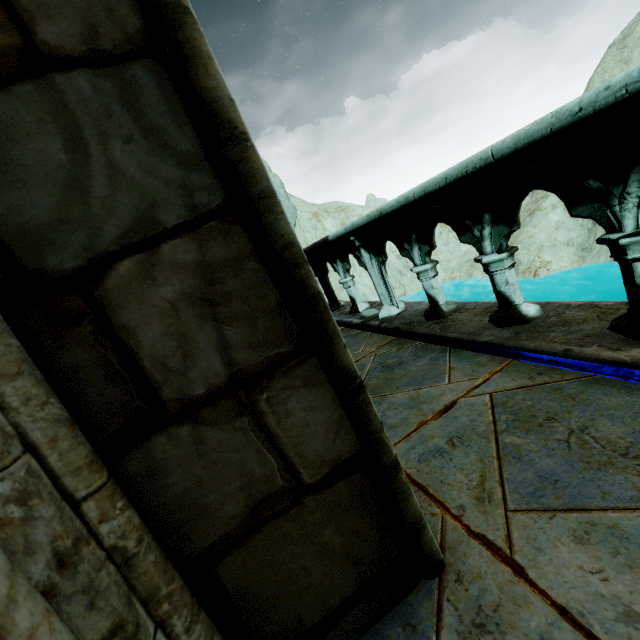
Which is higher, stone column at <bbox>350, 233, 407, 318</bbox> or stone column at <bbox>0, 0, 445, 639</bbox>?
stone column at <bbox>0, 0, 445, 639</bbox>

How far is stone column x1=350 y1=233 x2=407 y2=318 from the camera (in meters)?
4.05

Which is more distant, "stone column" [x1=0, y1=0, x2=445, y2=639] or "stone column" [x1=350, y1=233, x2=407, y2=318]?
"stone column" [x1=350, y1=233, x2=407, y2=318]

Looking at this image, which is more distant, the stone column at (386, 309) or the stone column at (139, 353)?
the stone column at (386, 309)

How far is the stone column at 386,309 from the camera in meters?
4.0

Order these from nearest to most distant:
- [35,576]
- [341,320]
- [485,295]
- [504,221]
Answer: [35,576], [504,221], [341,320], [485,295]
